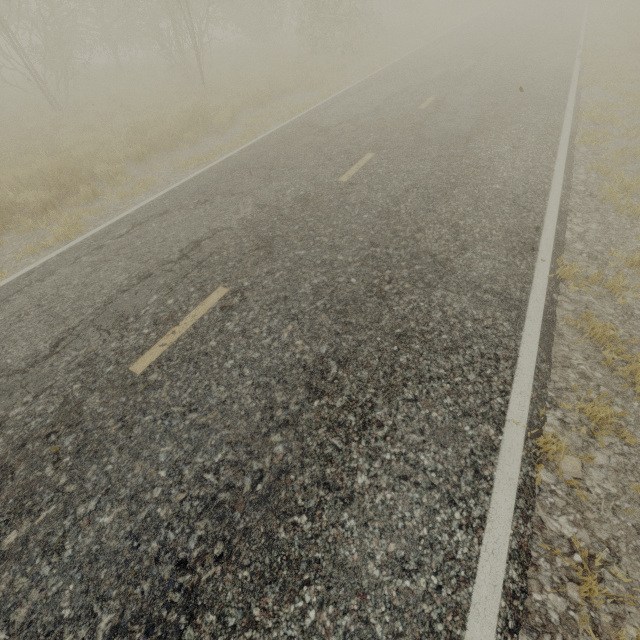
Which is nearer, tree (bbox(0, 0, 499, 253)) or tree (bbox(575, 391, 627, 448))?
tree (bbox(575, 391, 627, 448))

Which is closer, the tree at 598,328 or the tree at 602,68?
the tree at 598,328

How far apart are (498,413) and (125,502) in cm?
329

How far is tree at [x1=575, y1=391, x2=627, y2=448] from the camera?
2.80m
